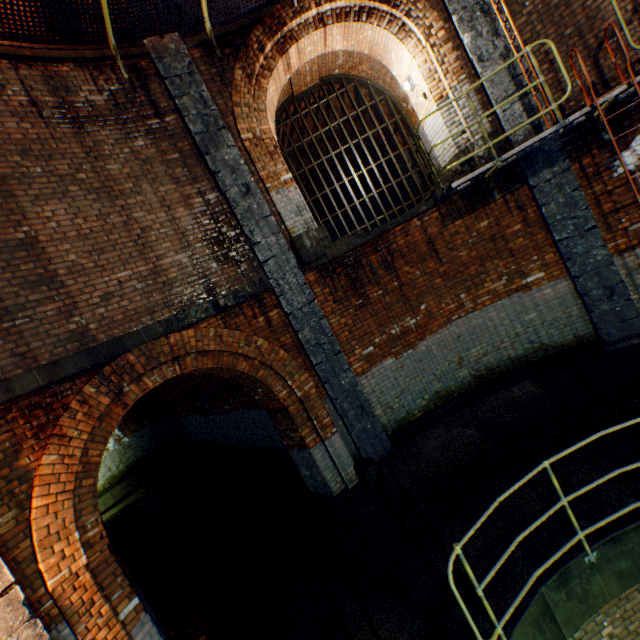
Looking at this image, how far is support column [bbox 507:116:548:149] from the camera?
5.9 meters

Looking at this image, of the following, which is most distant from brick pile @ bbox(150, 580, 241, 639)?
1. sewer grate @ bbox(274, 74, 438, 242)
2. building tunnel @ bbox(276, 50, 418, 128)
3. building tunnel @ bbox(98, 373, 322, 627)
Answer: sewer grate @ bbox(274, 74, 438, 242)

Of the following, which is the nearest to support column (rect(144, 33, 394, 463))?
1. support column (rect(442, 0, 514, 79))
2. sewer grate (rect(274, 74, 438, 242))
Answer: sewer grate (rect(274, 74, 438, 242))

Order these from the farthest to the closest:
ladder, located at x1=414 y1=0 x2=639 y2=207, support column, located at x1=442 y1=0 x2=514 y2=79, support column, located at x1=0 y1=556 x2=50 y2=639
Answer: support column, located at x1=442 y1=0 x2=514 y2=79, ladder, located at x1=414 y1=0 x2=639 y2=207, support column, located at x1=0 y1=556 x2=50 y2=639

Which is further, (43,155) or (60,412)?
(43,155)

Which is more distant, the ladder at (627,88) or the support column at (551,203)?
the support column at (551,203)

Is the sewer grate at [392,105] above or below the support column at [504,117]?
above

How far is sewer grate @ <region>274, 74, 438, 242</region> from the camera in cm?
923
